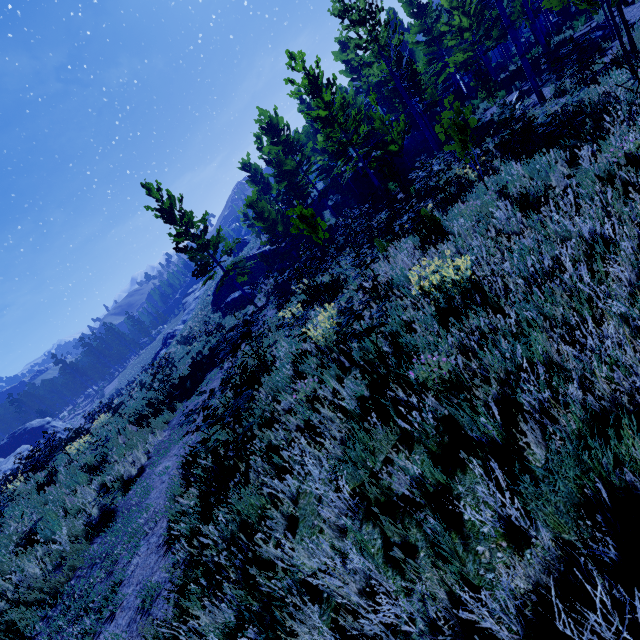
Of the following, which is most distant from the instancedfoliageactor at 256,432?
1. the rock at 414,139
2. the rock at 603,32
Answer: the rock at 603,32

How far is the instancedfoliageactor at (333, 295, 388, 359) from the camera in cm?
409

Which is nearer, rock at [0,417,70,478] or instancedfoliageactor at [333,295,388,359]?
instancedfoliageactor at [333,295,388,359]

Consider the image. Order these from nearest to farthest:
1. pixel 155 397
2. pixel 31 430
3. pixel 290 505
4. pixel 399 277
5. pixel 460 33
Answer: pixel 290 505, pixel 399 277, pixel 155 397, pixel 460 33, pixel 31 430

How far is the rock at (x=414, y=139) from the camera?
31.16m

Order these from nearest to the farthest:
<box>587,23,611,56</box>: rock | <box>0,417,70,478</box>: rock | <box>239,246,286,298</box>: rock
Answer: <box>587,23,611,56</box>: rock < <box>239,246,286,298</box>: rock < <box>0,417,70,478</box>: rock

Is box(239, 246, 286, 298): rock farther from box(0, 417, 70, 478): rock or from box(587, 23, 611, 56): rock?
box(0, 417, 70, 478): rock

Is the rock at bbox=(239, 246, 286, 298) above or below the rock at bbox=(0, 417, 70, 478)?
below
